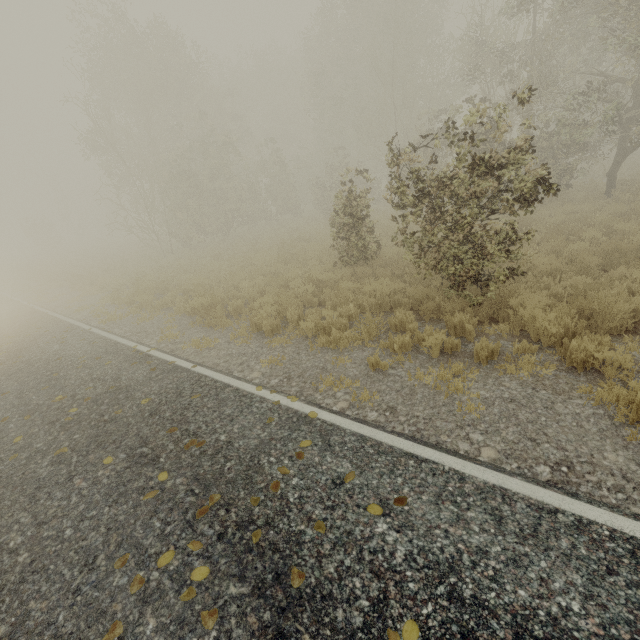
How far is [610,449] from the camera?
3.44m

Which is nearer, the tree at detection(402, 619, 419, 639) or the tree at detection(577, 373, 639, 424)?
the tree at detection(402, 619, 419, 639)

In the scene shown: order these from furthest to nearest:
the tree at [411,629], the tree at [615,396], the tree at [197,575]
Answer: the tree at [615,396] → the tree at [197,575] → the tree at [411,629]

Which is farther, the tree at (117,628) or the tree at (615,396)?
the tree at (615,396)

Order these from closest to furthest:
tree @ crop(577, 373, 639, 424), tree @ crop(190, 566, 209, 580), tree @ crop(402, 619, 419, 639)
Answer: tree @ crop(402, 619, 419, 639), tree @ crop(190, 566, 209, 580), tree @ crop(577, 373, 639, 424)
